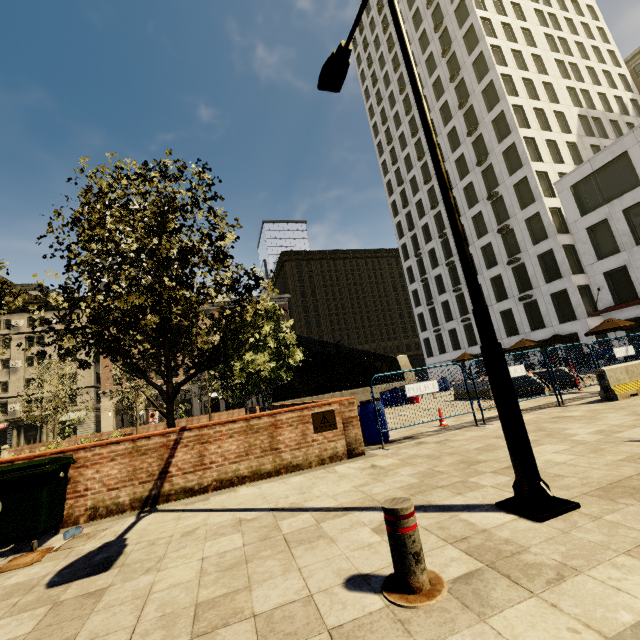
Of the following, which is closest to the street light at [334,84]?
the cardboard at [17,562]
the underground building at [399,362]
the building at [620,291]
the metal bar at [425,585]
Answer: the metal bar at [425,585]

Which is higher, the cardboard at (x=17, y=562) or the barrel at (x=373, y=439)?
the barrel at (x=373, y=439)

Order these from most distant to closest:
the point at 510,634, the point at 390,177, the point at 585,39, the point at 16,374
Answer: the point at 390,177 → the point at 16,374 → the point at 585,39 → the point at 510,634

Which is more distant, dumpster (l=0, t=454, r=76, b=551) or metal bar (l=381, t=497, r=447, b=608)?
dumpster (l=0, t=454, r=76, b=551)

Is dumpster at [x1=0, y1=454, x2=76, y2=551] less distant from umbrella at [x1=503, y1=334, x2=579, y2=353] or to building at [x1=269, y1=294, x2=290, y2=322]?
building at [x1=269, y1=294, x2=290, y2=322]

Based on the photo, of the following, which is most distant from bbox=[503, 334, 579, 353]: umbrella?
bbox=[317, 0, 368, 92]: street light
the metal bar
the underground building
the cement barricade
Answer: the metal bar

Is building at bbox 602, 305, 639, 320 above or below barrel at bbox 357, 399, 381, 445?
above

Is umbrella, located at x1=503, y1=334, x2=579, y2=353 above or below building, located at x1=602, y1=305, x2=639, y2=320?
below
